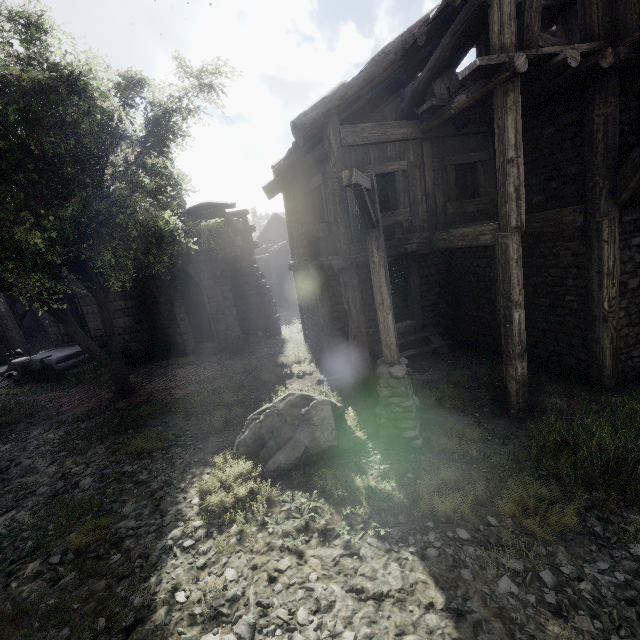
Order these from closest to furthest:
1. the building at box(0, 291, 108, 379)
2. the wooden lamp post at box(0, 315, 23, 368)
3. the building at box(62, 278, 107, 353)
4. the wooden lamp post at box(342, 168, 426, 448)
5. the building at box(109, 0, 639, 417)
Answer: the wooden lamp post at box(342, 168, 426, 448)
the building at box(109, 0, 639, 417)
the building at box(0, 291, 108, 379)
the building at box(62, 278, 107, 353)
the wooden lamp post at box(0, 315, 23, 368)

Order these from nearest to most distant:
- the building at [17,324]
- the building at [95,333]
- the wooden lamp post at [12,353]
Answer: the building at [17,324]
the building at [95,333]
the wooden lamp post at [12,353]

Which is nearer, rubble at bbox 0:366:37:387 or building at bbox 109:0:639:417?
building at bbox 109:0:639:417

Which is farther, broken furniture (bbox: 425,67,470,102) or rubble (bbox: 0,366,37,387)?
rubble (bbox: 0,366,37,387)

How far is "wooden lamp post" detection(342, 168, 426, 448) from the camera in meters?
5.2

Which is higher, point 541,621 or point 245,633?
point 245,633

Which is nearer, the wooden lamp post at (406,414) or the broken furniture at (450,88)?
the wooden lamp post at (406,414)

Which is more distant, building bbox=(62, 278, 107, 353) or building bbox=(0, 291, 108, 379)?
building bbox=(62, 278, 107, 353)
